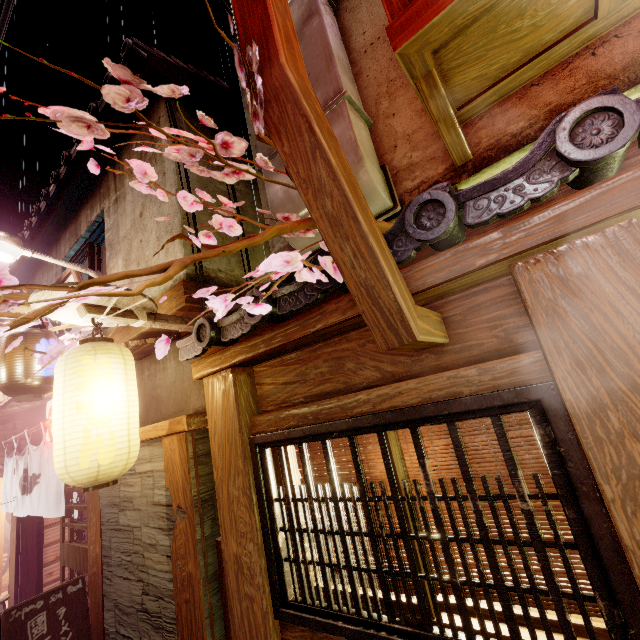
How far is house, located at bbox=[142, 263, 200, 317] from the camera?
6.3m

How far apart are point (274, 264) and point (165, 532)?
5.7 meters

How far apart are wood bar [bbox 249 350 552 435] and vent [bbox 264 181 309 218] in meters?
3.3

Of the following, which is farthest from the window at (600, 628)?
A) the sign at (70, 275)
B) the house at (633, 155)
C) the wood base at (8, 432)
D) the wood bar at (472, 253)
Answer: the wood base at (8, 432)

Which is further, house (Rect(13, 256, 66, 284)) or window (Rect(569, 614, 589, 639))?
house (Rect(13, 256, 66, 284))

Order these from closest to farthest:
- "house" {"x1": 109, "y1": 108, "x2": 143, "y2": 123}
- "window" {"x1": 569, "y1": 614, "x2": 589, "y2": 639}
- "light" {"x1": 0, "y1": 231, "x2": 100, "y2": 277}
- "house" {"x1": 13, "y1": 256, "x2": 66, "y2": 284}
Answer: "window" {"x1": 569, "y1": 614, "x2": 589, "y2": 639} → "light" {"x1": 0, "y1": 231, "x2": 100, "y2": 277} → "house" {"x1": 109, "y1": 108, "x2": 143, "y2": 123} → "house" {"x1": 13, "y1": 256, "x2": 66, "y2": 284}

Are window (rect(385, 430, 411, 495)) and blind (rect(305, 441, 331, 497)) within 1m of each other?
yes

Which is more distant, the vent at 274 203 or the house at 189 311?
the house at 189 311
